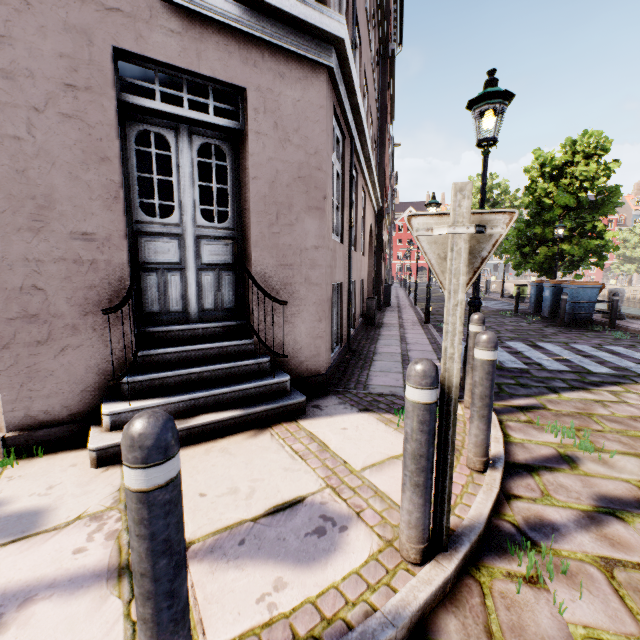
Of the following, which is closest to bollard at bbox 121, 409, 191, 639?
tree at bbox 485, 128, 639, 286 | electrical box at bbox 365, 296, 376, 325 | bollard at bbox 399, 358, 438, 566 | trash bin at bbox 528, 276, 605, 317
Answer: bollard at bbox 399, 358, 438, 566

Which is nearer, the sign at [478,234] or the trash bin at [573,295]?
the sign at [478,234]

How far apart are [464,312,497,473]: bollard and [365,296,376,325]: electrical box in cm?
717

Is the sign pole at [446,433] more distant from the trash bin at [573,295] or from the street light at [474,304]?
the trash bin at [573,295]

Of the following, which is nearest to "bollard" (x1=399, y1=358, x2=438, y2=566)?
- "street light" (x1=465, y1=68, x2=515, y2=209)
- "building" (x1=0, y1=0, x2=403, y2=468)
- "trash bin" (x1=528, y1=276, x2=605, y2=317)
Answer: "building" (x1=0, y1=0, x2=403, y2=468)

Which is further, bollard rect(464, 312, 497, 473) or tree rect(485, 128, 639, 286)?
tree rect(485, 128, 639, 286)

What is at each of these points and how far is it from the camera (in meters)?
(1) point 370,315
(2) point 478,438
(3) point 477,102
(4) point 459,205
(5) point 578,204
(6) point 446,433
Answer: (1) electrical box, 9.79
(2) bollard, 2.51
(3) street light, 3.85
(4) sign pole, 1.54
(5) tree, 14.91
(6) sign pole, 1.71

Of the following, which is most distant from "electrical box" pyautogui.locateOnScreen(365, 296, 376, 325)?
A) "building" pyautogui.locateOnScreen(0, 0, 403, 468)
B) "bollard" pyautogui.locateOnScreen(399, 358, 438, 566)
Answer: "bollard" pyautogui.locateOnScreen(399, 358, 438, 566)
